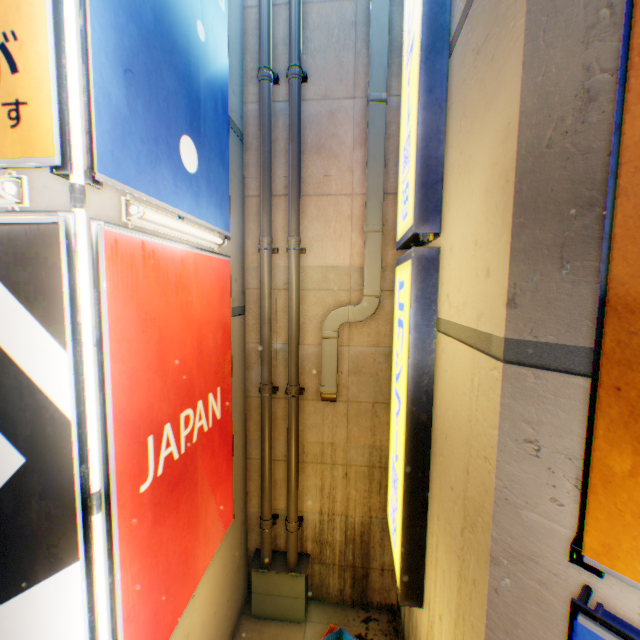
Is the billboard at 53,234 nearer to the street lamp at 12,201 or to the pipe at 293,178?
the street lamp at 12,201

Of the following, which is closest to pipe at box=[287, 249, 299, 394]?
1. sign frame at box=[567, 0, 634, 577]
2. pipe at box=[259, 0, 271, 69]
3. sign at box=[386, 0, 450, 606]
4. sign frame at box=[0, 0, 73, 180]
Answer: pipe at box=[259, 0, 271, 69]

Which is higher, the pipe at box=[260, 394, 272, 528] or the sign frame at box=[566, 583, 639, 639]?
the sign frame at box=[566, 583, 639, 639]

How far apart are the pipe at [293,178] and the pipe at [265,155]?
0.3 meters

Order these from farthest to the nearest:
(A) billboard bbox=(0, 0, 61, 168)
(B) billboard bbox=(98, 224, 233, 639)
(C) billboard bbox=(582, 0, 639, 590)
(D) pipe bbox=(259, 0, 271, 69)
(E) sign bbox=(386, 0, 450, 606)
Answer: (D) pipe bbox=(259, 0, 271, 69), (E) sign bbox=(386, 0, 450, 606), (B) billboard bbox=(98, 224, 233, 639), (A) billboard bbox=(0, 0, 61, 168), (C) billboard bbox=(582, 0, 639, 590)

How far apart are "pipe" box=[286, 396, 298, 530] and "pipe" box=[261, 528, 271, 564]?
0.3 meters

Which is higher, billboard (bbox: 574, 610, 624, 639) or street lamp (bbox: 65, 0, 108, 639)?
street lamp (bbox: 65, 0, 108, 639)

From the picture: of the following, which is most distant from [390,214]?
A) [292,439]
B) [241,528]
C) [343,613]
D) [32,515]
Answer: [343,613]
